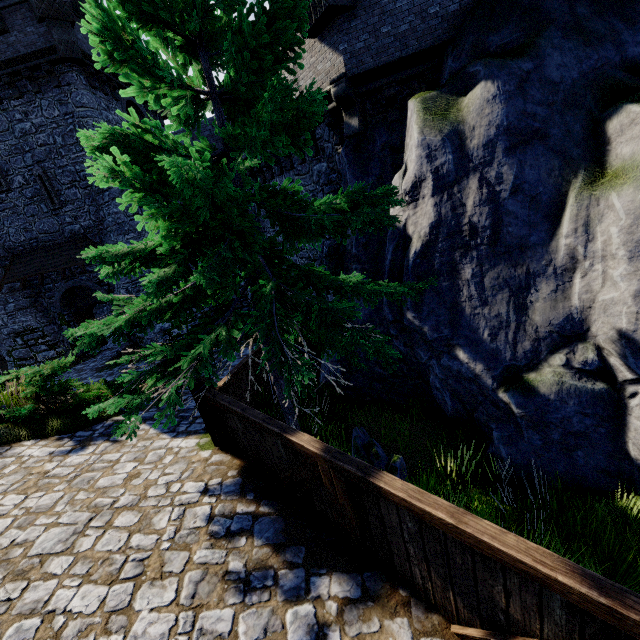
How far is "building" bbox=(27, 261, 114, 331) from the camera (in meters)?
18.14

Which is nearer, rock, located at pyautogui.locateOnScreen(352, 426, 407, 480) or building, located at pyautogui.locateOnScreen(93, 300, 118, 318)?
rock, located at pyautogui.locateOnScreen(352, 426, 407, 480)

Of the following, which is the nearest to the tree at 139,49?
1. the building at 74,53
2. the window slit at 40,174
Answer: the building at 74,53

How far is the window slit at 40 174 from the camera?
16.3 meters

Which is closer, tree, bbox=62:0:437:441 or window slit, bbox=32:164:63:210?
tree, bbox=62:0:437:441

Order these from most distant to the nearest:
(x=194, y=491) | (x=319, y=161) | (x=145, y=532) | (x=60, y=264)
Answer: (x=60, y=264) → (x=319, y=161) → (x=194, y=491) → (x=145, y=532)

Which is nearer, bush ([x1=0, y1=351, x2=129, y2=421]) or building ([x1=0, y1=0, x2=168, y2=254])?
bush ([x1=0, y1=351, x2=129, y2=421])

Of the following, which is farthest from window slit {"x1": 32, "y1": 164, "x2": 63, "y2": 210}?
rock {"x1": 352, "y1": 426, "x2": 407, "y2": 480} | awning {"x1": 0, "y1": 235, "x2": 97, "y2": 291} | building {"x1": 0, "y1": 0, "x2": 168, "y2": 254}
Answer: rock {"x1": 352, "y1": 426, "x2": 407, "y2": 480}
